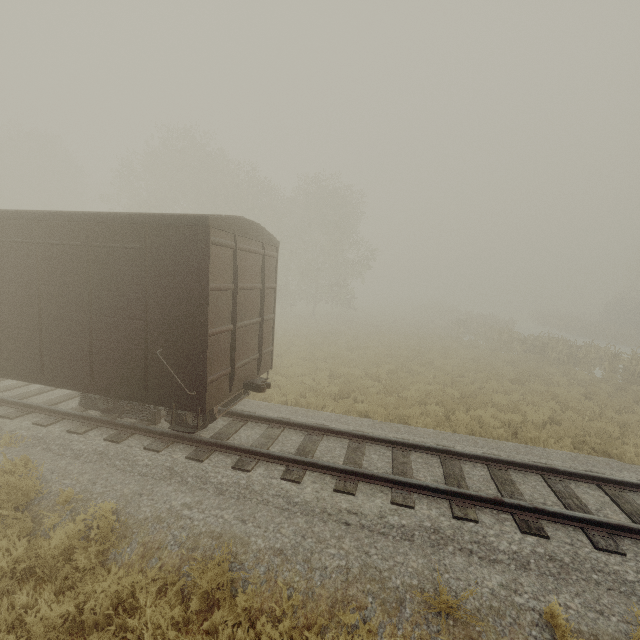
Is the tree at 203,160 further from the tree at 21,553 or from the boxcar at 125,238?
the boxcar at 125,238

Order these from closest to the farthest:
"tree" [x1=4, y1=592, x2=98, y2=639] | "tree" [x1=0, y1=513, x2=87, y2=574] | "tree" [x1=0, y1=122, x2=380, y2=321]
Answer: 1. "tree" [x1=4, y1=592, x2=98, y2=639]
2. "tree" [x1=0, y1=513, x2=87, y2=574]
3. "tree" [x1=0, y1=122, x2=380, y2=321]

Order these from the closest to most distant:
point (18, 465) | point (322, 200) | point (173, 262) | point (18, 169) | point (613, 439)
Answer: point (18, 465) → point (173, 262) → point (613, 439) → point (322, 200) → point (18, 169)

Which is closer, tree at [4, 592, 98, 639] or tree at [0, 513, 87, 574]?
tree at [4, 592, 98, 639]

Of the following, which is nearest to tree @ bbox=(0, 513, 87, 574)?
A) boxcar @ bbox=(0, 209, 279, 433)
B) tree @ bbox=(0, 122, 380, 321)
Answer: tree @ bbox=(0, 122, 380, 321)

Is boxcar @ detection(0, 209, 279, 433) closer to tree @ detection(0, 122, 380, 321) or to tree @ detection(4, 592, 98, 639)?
tree @ detection(4, 592, 98, 639)

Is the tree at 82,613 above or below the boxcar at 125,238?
Answer: below
